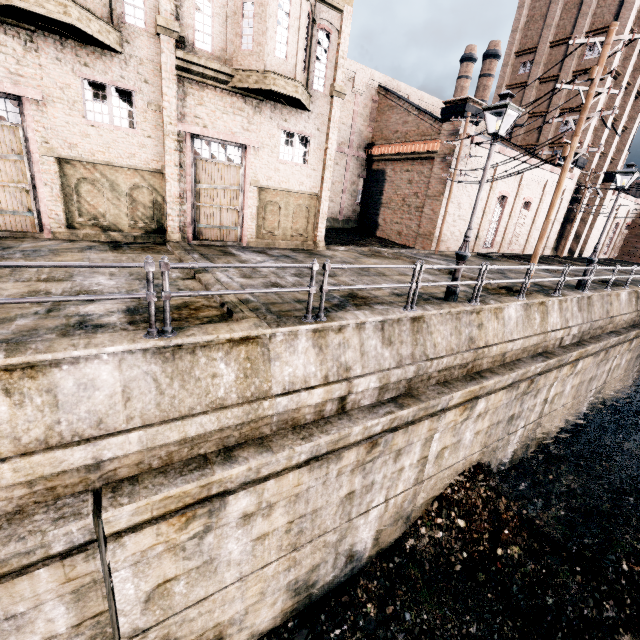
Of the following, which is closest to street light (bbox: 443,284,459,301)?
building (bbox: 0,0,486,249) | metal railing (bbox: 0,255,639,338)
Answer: metal railing (bbox: 0,255,639,338)

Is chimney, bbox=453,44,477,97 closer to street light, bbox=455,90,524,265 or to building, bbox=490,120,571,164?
building, bbox=490,120,571,164

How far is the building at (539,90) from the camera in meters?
31.8

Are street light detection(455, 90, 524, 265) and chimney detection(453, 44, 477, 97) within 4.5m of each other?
no

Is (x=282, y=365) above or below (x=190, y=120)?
below

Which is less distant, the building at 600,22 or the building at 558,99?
the building at 600,22

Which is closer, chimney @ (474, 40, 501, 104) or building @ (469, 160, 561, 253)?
building @ (469, 160, 561, 253)
